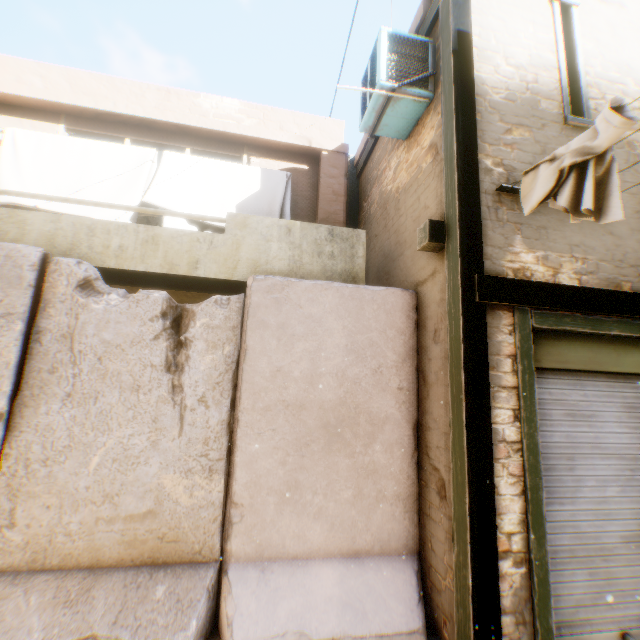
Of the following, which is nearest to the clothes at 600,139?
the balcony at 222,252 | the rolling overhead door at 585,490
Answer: the balcony at 222,252

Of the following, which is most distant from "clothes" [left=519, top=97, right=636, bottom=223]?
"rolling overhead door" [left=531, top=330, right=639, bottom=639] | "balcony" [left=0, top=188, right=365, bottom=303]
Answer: "rolling overhead door" [left=531, top=330, right=639, bottom=639]

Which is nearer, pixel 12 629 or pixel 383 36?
pixel 12 629

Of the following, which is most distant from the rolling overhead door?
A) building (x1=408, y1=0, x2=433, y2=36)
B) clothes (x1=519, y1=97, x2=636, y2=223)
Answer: clothes (x1=519, y1=97, x2=636, y2=223)

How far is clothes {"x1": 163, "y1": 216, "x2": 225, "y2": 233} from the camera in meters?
4.8 m

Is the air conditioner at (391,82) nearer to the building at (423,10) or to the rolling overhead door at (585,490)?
the building at (423,10)

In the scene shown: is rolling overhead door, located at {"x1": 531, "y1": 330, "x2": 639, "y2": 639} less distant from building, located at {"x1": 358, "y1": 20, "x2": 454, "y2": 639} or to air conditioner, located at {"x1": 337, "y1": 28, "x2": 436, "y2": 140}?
building, located at {"x1": 358, "y1": 20, "x2": 454, "y2": 639}

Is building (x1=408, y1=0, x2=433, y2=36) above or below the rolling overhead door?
above
